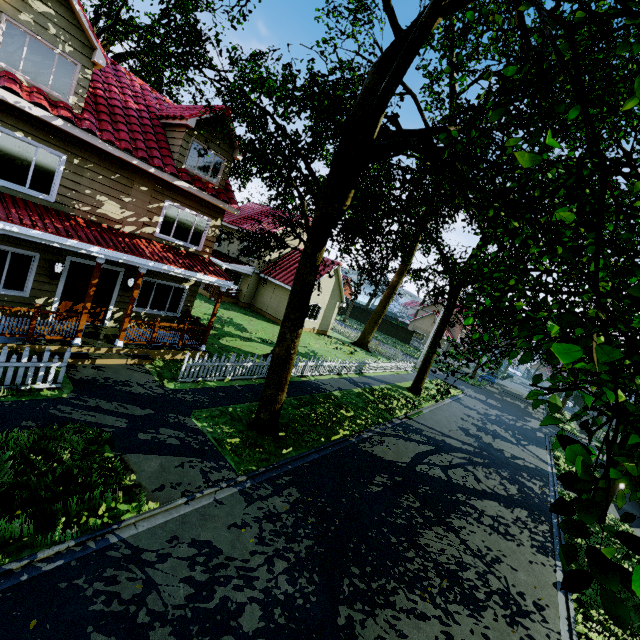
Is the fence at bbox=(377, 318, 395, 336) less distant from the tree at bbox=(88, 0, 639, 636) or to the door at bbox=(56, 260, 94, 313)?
the tree at bbox=(88, 0, 639, 636)

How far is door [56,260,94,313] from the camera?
10.5m

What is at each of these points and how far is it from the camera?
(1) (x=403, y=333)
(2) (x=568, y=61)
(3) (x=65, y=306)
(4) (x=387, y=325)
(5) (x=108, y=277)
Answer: (1) fence, 51.03m
(2) tree, 4.77m
(3) door, 10.72m
(4) fence, 52.72m
(5) door, 11.37m

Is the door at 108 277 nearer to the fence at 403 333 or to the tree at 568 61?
the fence at 403 333

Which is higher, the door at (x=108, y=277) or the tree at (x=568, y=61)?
the tree at (x=568, y=61)
